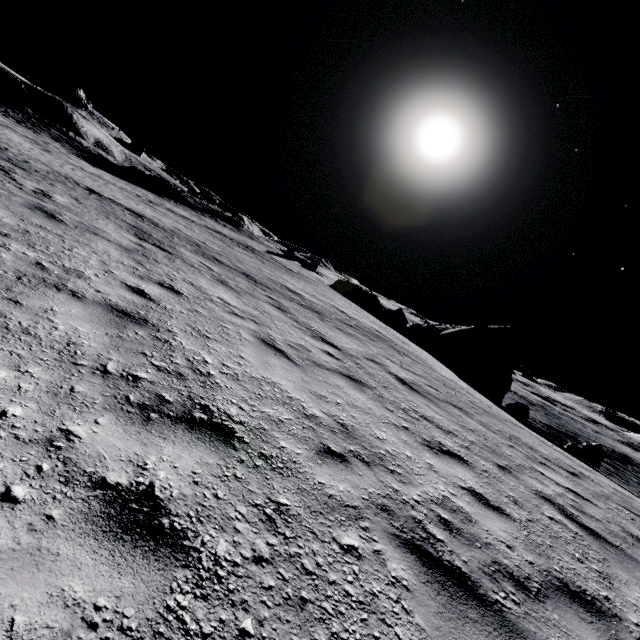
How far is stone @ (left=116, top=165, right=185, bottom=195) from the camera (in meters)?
39.00

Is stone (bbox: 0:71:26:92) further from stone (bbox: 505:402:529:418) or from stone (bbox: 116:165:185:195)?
stone (bbox: 505:402:529:418)

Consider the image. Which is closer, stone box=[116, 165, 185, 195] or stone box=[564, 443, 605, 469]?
stone box=[564, 443, 605, 469]

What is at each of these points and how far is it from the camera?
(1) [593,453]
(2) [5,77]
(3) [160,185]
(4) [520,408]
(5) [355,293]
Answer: (1) stone, 19.44m
(2) stone, 42.88m
(3) stone, 39.59m
(4) stone, 21.98m
(5) stone, 36.84m

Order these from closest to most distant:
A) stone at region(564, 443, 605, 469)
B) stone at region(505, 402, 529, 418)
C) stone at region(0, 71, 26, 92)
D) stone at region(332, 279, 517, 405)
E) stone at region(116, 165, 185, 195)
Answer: stone at region(564, 443, 605, 469)
stone at region(505, 402, 529, 418)
stone at region(332, 279, 517, 405)
stone at region(116, 165, 185, 195)
stone at region(0, 71, 26, 92)

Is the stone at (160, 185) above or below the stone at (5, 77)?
below

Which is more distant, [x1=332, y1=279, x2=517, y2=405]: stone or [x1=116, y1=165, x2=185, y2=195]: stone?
[x1=116, y1=165, x2=185, y2=195]: stone

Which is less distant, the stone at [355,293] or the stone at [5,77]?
the stone at [355,293]
